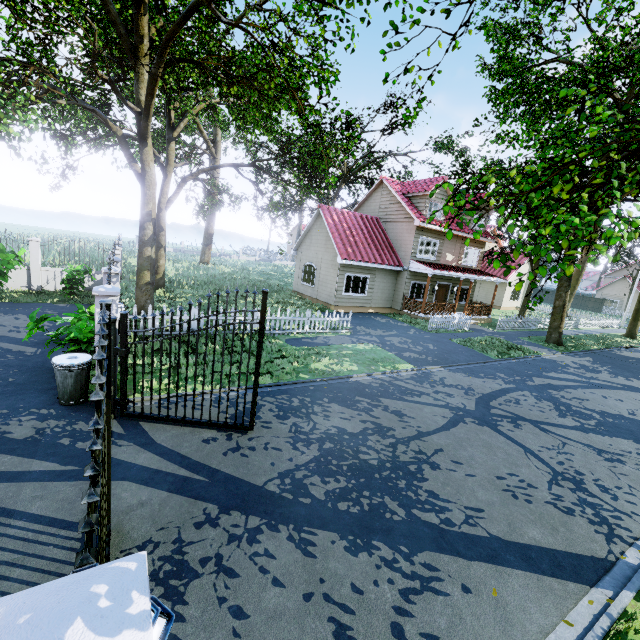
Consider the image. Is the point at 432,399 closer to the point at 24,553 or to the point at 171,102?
the point at 24,553

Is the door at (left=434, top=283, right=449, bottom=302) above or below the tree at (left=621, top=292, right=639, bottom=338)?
above

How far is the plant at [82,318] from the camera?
7.3m

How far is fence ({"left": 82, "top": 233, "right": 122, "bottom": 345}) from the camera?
5.9 meters

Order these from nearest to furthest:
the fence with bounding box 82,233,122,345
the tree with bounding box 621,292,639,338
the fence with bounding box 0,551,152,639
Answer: the fence with bounding box 0,551,152,639 < the fence with bounding box 82,233,122,345 < the tree with bounding box 621,292,639,338

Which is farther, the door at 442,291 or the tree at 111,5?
the door at 442,291

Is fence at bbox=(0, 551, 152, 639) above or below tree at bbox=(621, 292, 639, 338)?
above

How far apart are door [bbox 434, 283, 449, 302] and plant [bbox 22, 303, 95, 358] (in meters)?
20.92
